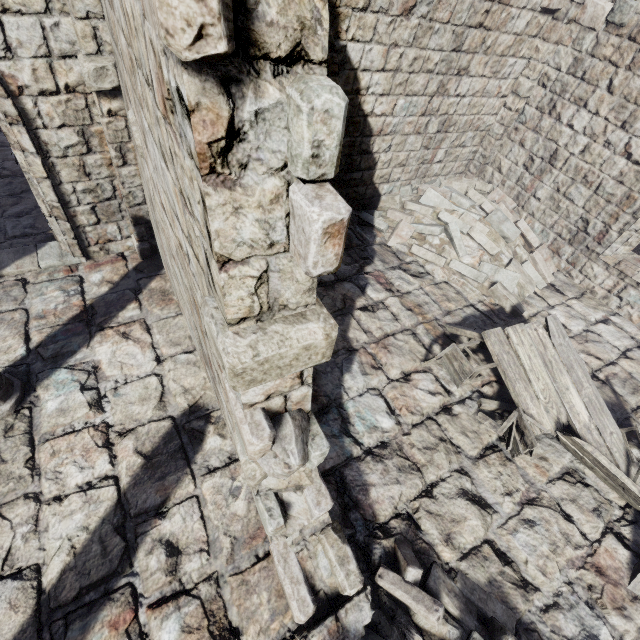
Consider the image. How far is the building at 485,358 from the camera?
6.3 meters

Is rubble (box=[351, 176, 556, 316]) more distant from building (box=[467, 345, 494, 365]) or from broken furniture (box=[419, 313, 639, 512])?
broken furniture (box=[419, 313, 639, 512])

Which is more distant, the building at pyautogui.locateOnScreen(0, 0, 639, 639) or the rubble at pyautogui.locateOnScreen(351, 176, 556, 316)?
the rubble at pyautogui.locateOnScreen(351, 176, 556, 316)

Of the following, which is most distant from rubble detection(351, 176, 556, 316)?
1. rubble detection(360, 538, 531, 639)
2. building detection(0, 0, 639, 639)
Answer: rubble detection(360, 538, 531, 639)

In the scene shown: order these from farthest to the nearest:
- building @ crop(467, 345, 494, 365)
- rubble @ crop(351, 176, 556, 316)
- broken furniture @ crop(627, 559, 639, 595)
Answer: rubble @ crop(351, 176, 556, 316), building @ crop(467, 345, 494, 365), broken furniture @ crop(627, 559, 639, 595)

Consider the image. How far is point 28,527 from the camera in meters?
3.6 m

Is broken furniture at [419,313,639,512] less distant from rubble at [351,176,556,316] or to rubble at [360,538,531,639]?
rubble at [351,176,556,316]

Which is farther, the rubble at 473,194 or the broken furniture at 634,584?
the rubble at 473,194
